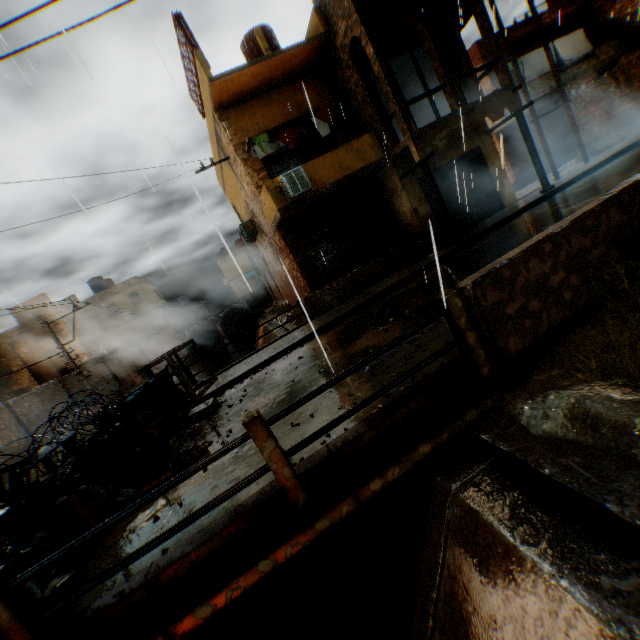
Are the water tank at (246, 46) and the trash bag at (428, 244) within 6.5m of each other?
no

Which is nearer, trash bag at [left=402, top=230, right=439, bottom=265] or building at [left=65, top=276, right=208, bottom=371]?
trash bag at [left=402, top=230, right=439, bottom=265]

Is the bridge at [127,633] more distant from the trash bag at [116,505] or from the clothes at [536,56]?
the clothes at [536,56]

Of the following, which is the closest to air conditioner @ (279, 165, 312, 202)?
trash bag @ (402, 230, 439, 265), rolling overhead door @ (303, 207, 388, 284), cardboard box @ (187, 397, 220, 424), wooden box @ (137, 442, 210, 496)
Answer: rolling overhead door @ (303, 207, 388, 284)

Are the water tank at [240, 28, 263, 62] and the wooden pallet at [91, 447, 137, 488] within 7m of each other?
no

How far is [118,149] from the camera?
10.7m

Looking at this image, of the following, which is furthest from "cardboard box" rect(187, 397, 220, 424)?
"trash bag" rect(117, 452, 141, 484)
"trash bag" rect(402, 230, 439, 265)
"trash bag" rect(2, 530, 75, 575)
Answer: "trash bag" rect(402, 230, 439, 265)

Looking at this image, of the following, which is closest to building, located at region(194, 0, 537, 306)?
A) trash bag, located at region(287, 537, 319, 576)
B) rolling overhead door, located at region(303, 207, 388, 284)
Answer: rolling overhead door, located at region(303, 207, 388, 284)
